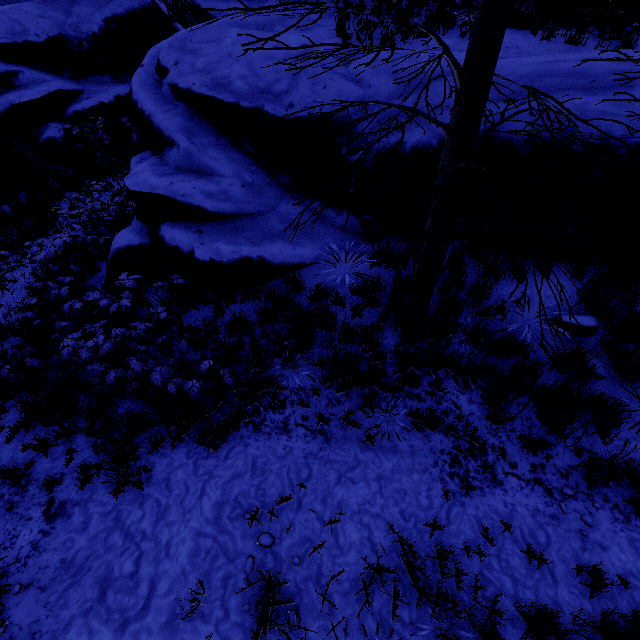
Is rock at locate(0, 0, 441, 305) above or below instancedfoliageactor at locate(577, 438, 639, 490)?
above

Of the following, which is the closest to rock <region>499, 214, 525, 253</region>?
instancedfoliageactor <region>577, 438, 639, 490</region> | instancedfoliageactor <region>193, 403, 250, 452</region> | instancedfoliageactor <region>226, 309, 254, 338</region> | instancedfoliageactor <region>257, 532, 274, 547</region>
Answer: instancedfoliageactor <region>226, 309, 254, 338</region>

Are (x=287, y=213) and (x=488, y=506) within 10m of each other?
yes

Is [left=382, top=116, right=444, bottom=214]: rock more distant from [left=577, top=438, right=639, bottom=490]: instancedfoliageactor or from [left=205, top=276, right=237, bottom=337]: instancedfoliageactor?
[left=577, top=438, right=639, bottom=490]: instancedfoliageactor

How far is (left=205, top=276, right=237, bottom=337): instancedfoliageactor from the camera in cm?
573

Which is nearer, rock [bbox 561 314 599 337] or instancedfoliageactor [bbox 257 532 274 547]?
instancedfoliageactor [bbox 257 532 274 547]

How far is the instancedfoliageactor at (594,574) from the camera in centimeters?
345cm

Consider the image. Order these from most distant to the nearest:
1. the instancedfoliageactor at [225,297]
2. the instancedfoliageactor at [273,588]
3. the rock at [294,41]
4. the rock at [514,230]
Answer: the rock at [294,41] < the instancedfoliageactor at [225,297] < the rock at [514,230] < the instancedfoliageactor at [273,588]
